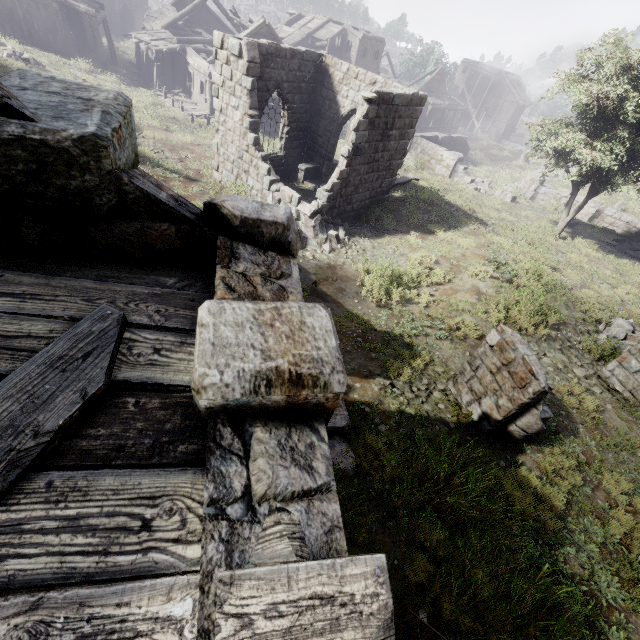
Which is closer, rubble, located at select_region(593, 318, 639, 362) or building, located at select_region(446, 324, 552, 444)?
building, located at select_region(446, 324, 552, 444)

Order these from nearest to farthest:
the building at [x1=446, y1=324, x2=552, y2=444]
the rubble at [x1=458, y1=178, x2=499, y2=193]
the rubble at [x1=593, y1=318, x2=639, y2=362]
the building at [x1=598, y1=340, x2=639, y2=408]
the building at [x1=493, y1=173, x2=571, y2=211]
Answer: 1. the building at [x1=446, y1=324, x2=552, y2=444]
2. the building at [x1=598, y1=340, x2=639, y2=408]
3. the rubble at [x1=593, y1=318, x2=639, y2=362]
4. the building at [x1=493, y1=173, x2=571, y2=211]
5. the rubble at [x1=458, y1=178, x2=499, y2=193]

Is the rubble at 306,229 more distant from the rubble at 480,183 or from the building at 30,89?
the rubble at 480,183

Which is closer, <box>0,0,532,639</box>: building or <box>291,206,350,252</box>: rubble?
<box>0,0,532,639</box>: building

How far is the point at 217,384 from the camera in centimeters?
146cm

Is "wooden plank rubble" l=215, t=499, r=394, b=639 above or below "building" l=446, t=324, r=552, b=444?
above

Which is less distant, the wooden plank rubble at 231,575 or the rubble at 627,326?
the wooden plank rubble at 231,575

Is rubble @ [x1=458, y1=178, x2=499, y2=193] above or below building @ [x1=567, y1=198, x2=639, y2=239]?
below
